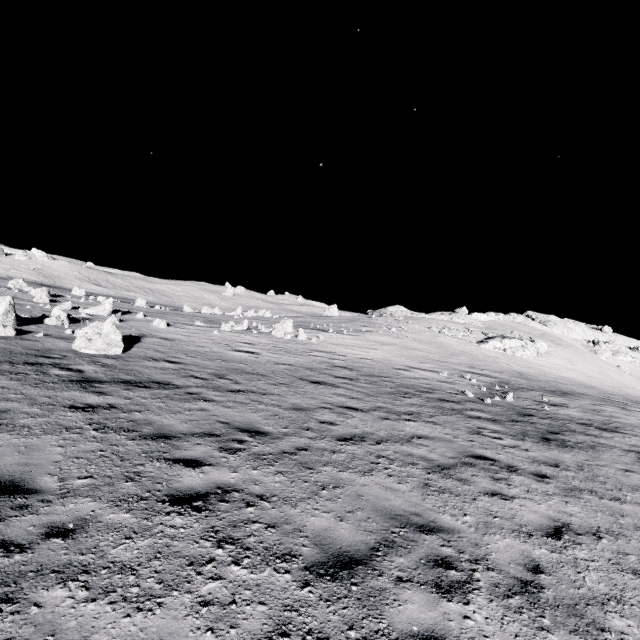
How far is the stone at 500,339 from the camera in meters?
43.9 m

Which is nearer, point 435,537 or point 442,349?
point 435,537

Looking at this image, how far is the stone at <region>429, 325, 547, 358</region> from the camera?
43.88m
